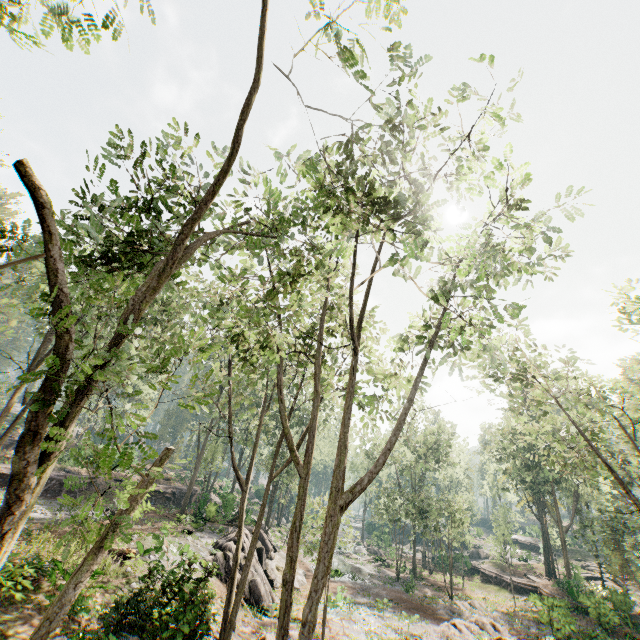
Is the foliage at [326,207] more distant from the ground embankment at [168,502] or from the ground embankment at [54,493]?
the ground embankment at [54,493]

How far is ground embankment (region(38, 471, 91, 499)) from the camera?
27.59m

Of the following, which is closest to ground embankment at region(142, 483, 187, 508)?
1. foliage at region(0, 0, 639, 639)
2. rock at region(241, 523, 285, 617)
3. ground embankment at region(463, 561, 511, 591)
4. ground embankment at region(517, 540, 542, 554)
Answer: foliage at region(0, 0, 639, 639)

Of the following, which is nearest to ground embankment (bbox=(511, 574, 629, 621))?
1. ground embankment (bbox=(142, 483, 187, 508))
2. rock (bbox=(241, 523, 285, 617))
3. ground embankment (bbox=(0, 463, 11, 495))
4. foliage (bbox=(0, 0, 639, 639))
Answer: foliage (bbox=(0, 0, 639, 639))

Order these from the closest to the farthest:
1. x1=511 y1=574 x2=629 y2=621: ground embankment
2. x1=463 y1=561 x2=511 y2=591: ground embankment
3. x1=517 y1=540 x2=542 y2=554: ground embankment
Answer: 1. x1=511 y1=574 x2=629 y2=621: ground embankment
2. x1=463 y1=561 x2=511 y2=591: ground embankment
3. x1=517 y1=540 x2=542 y2=554: ground embankment

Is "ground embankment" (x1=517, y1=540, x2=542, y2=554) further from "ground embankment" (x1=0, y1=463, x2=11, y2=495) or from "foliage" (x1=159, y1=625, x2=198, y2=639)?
"ground embankment" (x1=0, y1=463, x2=11, y2=495)

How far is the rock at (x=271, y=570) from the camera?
18.5m

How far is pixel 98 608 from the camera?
11.9 meters
